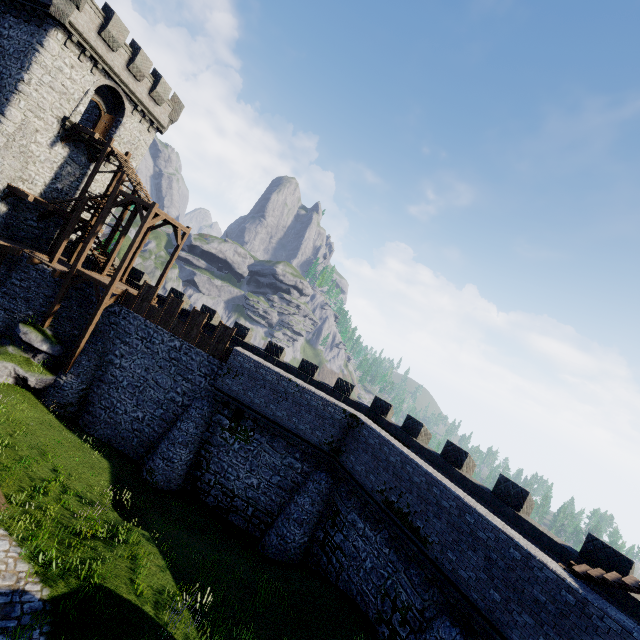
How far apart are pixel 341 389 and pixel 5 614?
17.30m

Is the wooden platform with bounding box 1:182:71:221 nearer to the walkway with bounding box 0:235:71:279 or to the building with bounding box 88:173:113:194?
the building with bounding box 88:173:113:194

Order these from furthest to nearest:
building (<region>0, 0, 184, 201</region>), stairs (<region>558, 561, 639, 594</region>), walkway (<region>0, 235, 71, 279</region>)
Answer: walkway (<region>0, 235, 71, 279</region>), building (<region>0, 0, 184, 201</region>), stairs (<region>558, 561, 639, 594</region>)

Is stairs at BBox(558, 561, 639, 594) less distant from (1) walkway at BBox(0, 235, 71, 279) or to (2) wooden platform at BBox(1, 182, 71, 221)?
(1) walkway at BBox(0, 235, 71, 279)

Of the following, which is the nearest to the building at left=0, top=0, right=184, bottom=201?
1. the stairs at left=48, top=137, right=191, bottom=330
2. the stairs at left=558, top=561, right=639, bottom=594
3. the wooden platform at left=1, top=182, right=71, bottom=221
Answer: the wooden platform at left=1, top=182, right=71, bottom=221

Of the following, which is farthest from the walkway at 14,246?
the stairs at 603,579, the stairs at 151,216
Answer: the stairs at 603,579

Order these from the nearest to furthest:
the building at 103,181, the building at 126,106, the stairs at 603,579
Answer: the stairs at 603,579 → the building at 126,106 → the building at 103,181

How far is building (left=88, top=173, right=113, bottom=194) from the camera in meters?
26.4 m
